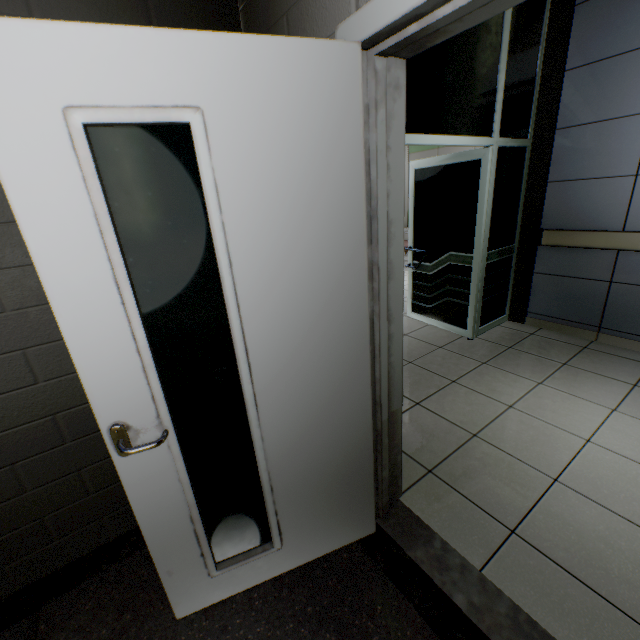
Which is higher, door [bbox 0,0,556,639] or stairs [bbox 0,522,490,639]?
door [bbox 0,0,556,639]

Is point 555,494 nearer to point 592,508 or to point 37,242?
point 592,508

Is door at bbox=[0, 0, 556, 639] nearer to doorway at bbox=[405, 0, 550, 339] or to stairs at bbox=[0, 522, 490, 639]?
stairs at bbox=[0, 522, 490, 639]

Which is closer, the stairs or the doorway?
the stairs

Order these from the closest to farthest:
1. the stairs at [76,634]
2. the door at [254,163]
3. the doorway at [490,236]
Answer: the door at [254,163] < the stairs at [76,634] < the doorway at [490,236]

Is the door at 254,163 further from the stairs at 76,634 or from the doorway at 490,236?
the doorway at 490,236

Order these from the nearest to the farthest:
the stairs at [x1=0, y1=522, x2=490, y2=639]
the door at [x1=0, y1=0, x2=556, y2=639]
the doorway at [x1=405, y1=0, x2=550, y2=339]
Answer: the door at [x1=0, y1=0, x2=556, y2=639], the stairs at [x1=0, y1=522, x2=490, y2=639], the doorway at [x1=405, y1=0, x2=550, y2=339]

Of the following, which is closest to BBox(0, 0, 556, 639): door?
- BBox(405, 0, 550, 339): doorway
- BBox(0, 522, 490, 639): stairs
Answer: BBox(0, 522, 490, 639): stairs
